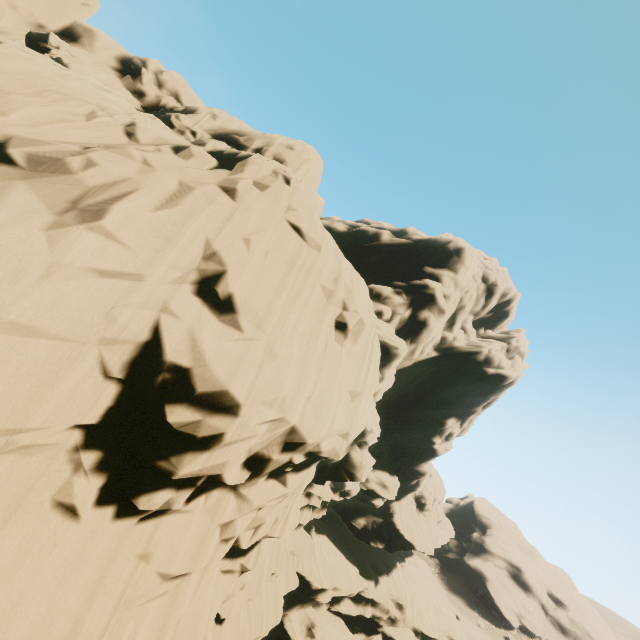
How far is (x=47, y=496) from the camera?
7.07m
